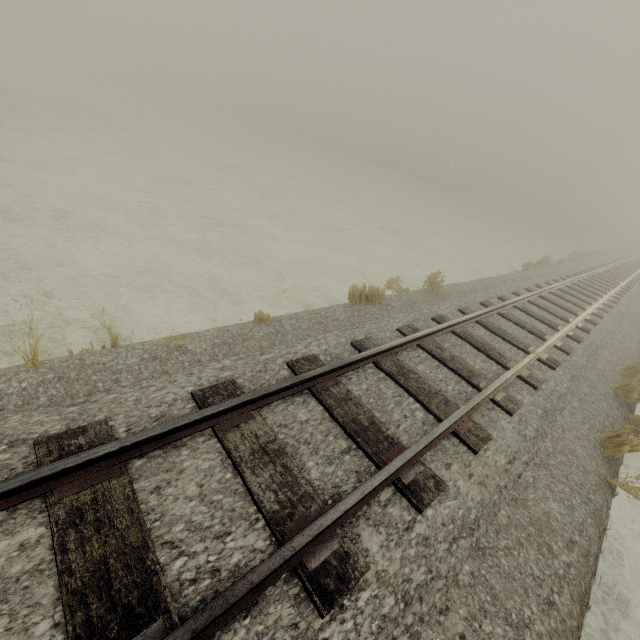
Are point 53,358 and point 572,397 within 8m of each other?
no
